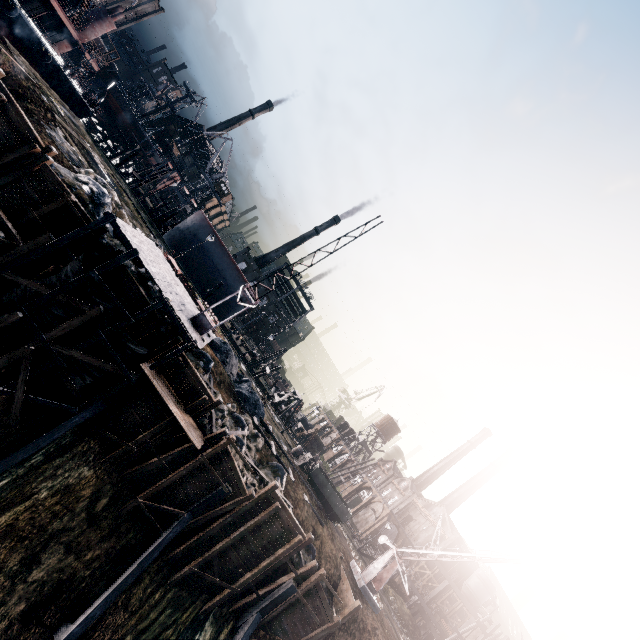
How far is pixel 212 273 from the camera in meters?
46.6 m

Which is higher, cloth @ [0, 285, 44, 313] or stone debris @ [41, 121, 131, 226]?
stone debris @ [41, 121, 131, 226]

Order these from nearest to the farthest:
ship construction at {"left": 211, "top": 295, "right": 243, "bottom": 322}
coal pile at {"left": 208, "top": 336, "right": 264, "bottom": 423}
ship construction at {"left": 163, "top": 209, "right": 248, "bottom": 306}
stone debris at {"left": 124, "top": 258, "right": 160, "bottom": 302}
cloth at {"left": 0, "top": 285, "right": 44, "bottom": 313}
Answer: cloth at {"left": 0, "top": 285, "right": 44, "bottom": 313}, stone debris at {"left": 124, "top": 258, "right": 160, "bottom": 302}, coal pile at {"left": 208, "top": 336, "right": 264, "bottom": 423}, ship construction at {"left": 163, "top": 209, "right": 248, "bottom": 306}, ship construction at {"left": 211, "top": 295, "right": 243, "bottom": 322}

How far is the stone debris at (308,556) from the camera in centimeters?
2305cm

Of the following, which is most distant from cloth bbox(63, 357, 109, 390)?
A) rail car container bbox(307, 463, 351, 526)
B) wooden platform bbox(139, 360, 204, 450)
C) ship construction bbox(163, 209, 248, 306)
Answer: ship construction bbox(163, 209, 248, 306)

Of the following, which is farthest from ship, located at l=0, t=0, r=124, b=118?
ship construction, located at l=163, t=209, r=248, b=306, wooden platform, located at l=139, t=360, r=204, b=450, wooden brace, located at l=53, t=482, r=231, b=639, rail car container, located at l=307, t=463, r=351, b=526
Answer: rail car container, located at l=307, t=463, r=351, b=526

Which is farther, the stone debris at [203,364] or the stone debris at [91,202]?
the stone debris at [203,364]

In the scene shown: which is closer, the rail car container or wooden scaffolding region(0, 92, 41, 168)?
wooden scaffolding region(0, 92, 41, 168)
